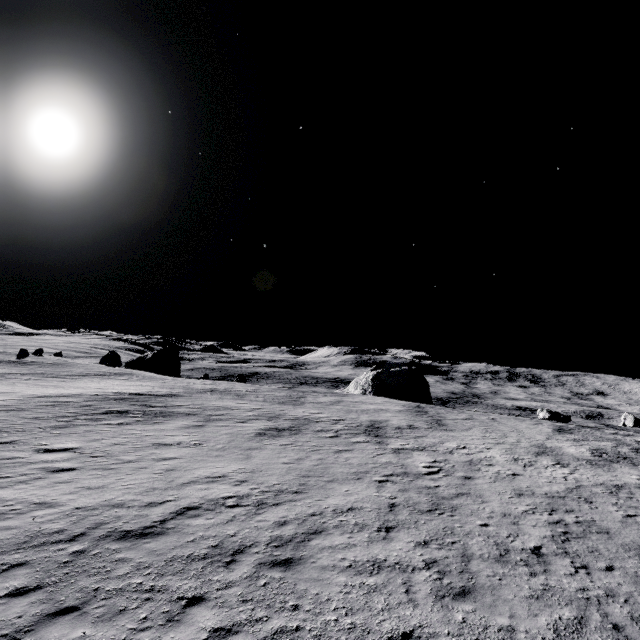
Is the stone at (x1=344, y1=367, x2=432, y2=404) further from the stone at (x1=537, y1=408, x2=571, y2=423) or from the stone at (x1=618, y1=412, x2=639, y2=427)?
the stone at (x1=618, y1=412, x2=639, y2=427)

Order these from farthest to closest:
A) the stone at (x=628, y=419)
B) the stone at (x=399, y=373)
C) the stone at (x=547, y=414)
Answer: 1. the stone at (x=399, y=373)
2. the stone at (x=628, y=419)
3. the stone at (x=547, y=414)

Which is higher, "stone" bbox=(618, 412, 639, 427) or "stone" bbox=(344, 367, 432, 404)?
"stone" bbox=(344, 367, 432, 404)

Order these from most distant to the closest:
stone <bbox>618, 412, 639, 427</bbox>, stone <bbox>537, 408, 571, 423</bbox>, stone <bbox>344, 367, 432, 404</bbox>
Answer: stone <bbox>344, 367, 432, 404</bbox>, stone <bbox>618, 412, 639, 427</bbox>, stone <bbox>537, 408, 571, 423</bbox>

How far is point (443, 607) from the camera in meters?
6.7

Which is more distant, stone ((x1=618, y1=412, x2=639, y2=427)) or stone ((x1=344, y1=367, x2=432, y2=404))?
stone ((x1=344, y1=367, x2=432, y2=404))

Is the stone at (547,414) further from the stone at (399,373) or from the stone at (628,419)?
the stone at (628,419)

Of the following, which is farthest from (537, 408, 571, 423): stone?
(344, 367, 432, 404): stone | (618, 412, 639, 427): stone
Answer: (618, 412, 639, 427): stone
